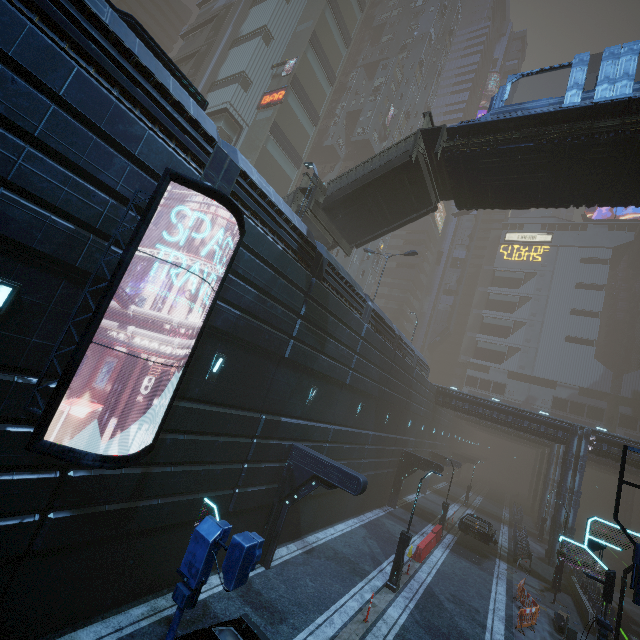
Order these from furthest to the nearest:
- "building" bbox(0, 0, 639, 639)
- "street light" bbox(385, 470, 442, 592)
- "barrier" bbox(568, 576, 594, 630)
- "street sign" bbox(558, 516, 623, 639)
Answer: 1. "barrier" bbox(568, 576, 594, 630)
2. "street light" bbox(385, 470, 442, 592)
3. "street sign" bbox(558, 516, 623, 639)
4. "building" bbox(0, 0, 639, 639)

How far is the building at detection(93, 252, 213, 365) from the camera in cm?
769

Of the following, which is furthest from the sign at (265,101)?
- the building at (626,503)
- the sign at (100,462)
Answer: the building at (626,503)

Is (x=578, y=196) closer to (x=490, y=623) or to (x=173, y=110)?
(x=173, y=110)

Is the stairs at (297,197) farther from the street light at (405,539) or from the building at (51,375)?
the street light at (405,539)

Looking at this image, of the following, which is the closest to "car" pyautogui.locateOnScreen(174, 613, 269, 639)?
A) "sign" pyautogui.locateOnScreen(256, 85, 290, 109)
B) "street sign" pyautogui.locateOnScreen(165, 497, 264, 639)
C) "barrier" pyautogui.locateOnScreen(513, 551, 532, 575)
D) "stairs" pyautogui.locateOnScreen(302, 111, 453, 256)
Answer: "street sign" pyautogui.locateOnScreen(165, 497, 264, 639)

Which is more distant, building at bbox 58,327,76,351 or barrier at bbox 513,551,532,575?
barrier at bbox 513,551,532,575

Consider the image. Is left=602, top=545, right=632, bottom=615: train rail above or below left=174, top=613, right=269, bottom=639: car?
below
